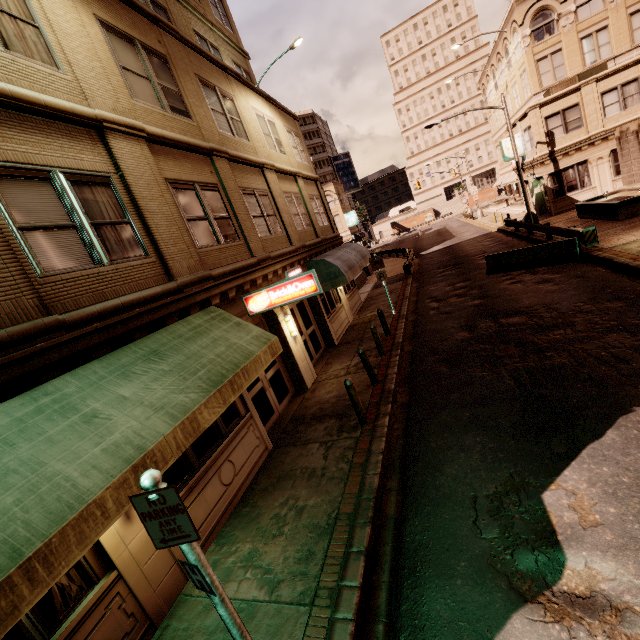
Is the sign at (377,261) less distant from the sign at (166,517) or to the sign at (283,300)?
the sign at (283,300)

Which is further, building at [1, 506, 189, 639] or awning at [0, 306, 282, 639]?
building at [1, 506, 189, 639]

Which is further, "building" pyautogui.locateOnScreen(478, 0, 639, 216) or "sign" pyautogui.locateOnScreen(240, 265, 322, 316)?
"building" pyautogui.locateOnScreen(478, 0, 639, 216)

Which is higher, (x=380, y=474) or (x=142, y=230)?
(x=142, y=230)

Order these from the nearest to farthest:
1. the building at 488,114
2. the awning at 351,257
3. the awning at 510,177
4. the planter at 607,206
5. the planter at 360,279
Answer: the awning at 351,257 → the planter at 607,206 → the planter at 360,279 → the awning at 510,177 → the building at 488,114

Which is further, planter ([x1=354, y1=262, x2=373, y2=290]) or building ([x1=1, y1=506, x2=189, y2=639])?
planter ([x1=354, y1=262, x2=373, y2=290])

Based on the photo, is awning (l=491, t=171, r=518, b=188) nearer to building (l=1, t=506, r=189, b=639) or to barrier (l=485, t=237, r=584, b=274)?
barrier (l=485, t=237, r=584, b=274)

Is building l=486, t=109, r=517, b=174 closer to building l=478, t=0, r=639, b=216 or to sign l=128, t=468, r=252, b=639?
building l=478, t=0, r=639, b=216
